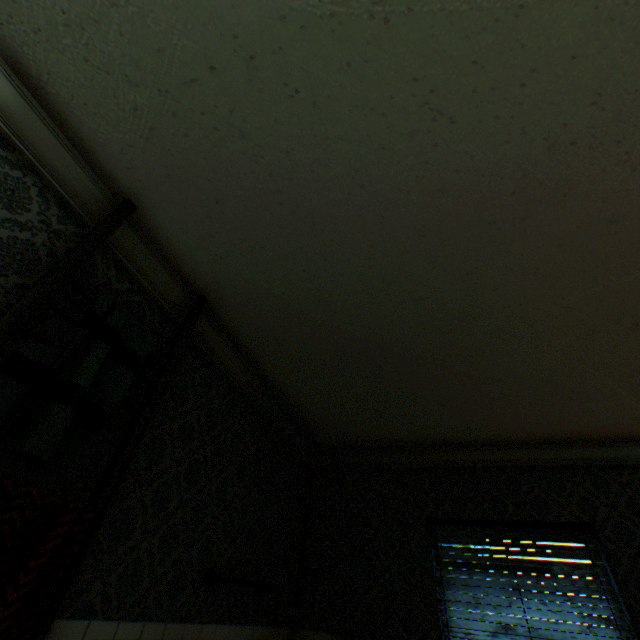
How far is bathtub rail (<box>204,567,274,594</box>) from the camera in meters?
2.5

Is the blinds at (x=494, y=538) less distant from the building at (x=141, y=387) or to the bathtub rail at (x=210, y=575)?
the building at (x=141, y=387)

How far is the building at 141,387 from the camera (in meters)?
2.18

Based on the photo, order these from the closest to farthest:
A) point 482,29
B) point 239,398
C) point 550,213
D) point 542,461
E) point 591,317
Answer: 1. point 482,29
2. point 550,213
3. point 591,317
4. point 239,398
5. point 542,461

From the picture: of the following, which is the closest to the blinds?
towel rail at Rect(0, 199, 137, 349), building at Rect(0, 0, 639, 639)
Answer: building at Rect(0, 0, 639, 639)

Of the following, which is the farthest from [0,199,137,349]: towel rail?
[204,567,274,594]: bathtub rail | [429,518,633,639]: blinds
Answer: [429,518,633,639]: blinds

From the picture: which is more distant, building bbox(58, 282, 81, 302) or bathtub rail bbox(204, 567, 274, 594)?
bathtub rail bbox(204, 567, 274, 594)
